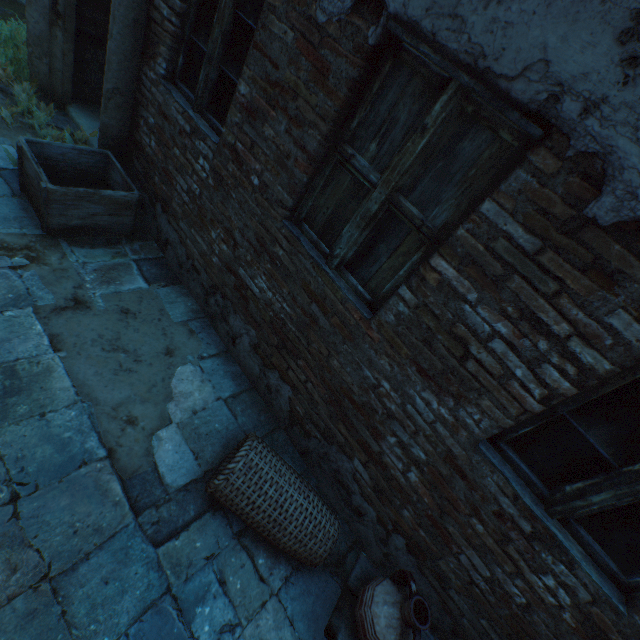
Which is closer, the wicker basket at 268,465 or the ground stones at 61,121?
the wicker basket at 268,465

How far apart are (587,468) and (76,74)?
6.9 meters

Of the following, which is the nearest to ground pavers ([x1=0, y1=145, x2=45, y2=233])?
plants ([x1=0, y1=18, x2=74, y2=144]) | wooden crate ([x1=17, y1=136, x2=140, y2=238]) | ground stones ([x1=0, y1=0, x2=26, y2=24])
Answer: wooden crate ([x1=17, y1=136, x2=140, y2=238])

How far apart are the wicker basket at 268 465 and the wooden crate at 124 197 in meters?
2.6

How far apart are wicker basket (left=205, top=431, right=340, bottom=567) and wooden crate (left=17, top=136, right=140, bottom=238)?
2.58m

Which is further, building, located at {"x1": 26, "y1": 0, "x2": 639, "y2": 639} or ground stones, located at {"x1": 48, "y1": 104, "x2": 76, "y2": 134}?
ground stones, located at {"x1": 48, "y1": 104, "x2": 76, "y2": 134}

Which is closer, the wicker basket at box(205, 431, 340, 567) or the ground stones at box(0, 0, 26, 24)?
the wicker basket at box(205, 431, 340, 567)

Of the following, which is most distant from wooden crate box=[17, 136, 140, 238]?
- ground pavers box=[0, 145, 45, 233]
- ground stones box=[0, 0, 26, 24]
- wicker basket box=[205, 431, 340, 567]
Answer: wicker basket box=[205, 431, 340, 567]
